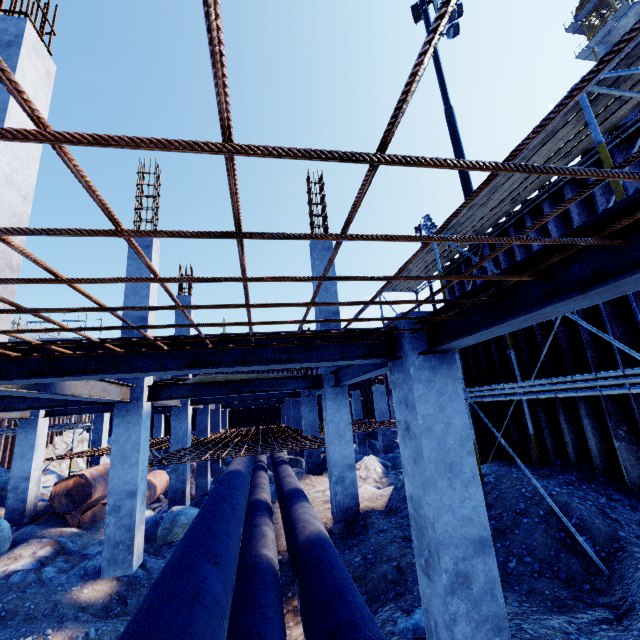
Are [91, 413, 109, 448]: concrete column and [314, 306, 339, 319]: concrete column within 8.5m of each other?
no

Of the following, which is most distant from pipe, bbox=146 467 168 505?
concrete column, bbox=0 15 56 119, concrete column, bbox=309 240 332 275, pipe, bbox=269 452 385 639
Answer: concrete column, bbox=0 15 56 119

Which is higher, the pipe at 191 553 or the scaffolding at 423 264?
the scaffolding at 423 264

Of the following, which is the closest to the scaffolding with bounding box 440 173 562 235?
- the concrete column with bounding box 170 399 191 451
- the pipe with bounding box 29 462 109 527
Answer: the concrete column with bounding box 170 399 191 451

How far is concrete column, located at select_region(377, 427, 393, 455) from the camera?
18.0 meters

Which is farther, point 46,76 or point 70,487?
point 70,487

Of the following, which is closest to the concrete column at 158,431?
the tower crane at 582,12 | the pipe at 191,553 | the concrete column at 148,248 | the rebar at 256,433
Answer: the rebar at 256,433

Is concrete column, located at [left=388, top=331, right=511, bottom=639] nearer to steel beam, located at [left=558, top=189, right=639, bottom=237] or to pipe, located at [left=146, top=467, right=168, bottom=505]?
steel beam, located at [left=558, top=189, right=639, bottom=237]
